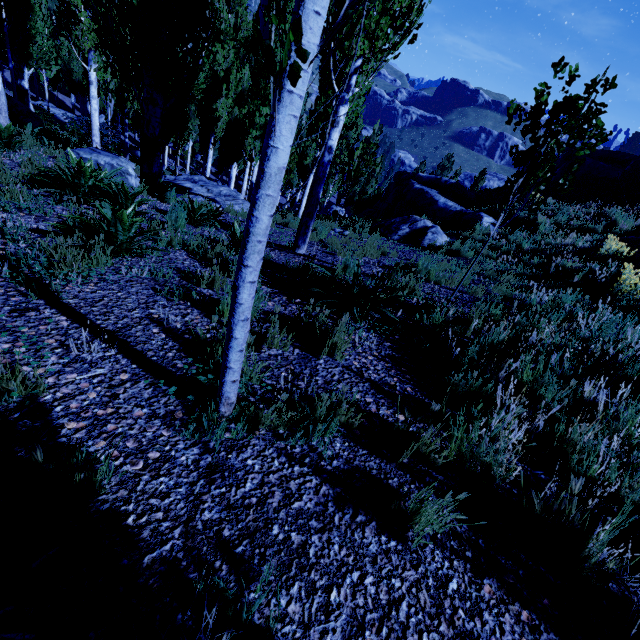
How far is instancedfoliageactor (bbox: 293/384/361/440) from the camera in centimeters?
194cm

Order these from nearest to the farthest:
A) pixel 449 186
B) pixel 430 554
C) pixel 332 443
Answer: pixel 430 554, pixel 332 443, pixel 449 186

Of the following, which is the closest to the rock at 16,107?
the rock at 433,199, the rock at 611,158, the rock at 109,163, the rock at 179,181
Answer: the rock at 179,181

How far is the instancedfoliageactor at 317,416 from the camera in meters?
1.9

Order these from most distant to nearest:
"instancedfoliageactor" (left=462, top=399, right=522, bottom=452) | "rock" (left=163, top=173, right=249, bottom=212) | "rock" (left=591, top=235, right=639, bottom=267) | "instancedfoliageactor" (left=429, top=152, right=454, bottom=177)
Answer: "instancedfoliageactor" (left=429, top=152, right=454, bottom=177), "rock" (left=163, top=173, right=249, bottom=212), "rock" (left=591, top=235, right=639, bottom=267), "instancedfoliageactor" (left=462, top=399, right=522, bottom=452)

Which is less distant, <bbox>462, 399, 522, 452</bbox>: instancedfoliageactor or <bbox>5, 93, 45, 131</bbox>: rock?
<bbox>462, 399, 522, 452</bbox>: instancedfoliageactor

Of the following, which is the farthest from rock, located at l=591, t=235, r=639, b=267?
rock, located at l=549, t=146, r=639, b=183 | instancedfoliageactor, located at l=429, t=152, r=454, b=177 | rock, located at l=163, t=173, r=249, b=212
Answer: instancedfoliageactor, located at l=429, t=152, r=454, b=177
